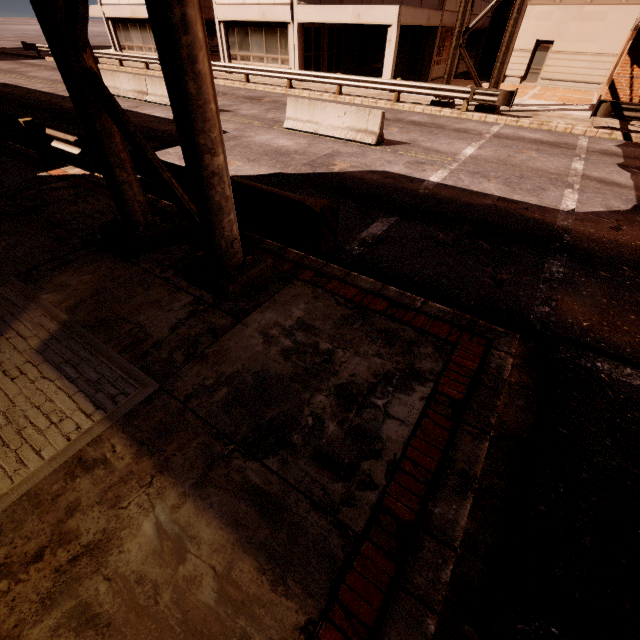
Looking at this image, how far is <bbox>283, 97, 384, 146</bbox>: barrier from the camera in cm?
1086

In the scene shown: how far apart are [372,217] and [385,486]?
5.6m

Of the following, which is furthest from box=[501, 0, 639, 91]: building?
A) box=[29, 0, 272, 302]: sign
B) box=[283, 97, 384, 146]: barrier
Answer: box=[283, 97, 384, 146]: barrier

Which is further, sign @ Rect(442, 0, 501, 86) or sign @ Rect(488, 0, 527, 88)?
sign @ Rect(442, 0, 501, 86)

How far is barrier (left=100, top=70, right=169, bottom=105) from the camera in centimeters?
1534cm

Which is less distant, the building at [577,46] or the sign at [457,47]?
the sign at [457,47]

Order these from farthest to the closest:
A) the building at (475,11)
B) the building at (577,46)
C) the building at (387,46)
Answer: the building at (475,11)
the building at (577,46)
the building at (387,46)

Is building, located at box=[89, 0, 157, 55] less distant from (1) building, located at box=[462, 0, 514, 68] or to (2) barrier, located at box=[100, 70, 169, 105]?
(1) building, located at box=[462, 0, 514, 68]
